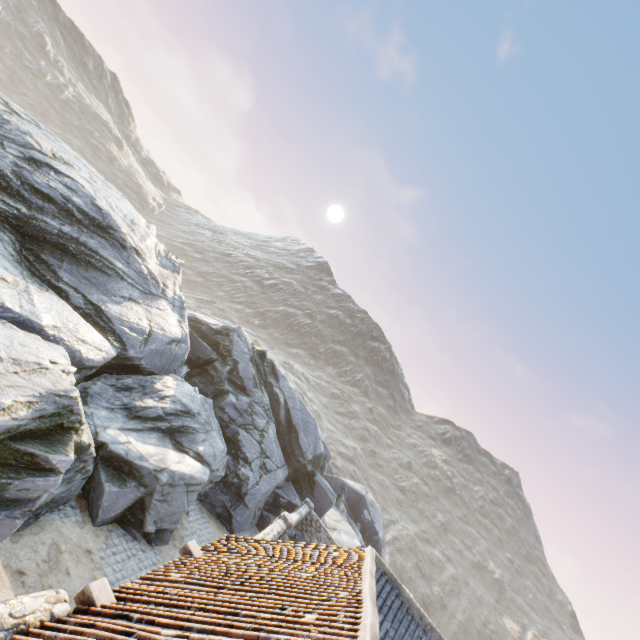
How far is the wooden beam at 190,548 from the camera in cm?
752

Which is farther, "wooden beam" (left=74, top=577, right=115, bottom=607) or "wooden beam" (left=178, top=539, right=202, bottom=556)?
"wooden beam" (left=178, top=539, right=202, bottom=556)

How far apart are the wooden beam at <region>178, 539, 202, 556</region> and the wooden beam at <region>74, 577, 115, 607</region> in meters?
2.6 m

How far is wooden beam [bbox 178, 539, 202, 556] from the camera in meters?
7.5 m

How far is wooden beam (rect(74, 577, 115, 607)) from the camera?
4.9 meters

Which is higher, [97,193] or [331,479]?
[97,193]

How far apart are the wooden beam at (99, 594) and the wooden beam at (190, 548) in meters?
2.6

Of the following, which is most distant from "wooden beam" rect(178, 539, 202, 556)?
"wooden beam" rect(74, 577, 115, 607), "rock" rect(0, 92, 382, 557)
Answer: "rock" rect(0, 92, 382, 557)
